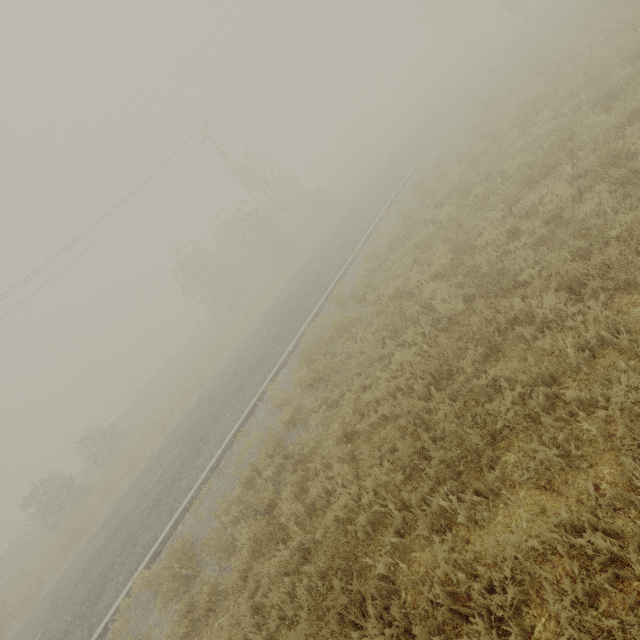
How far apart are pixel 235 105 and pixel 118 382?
49.9 meters
